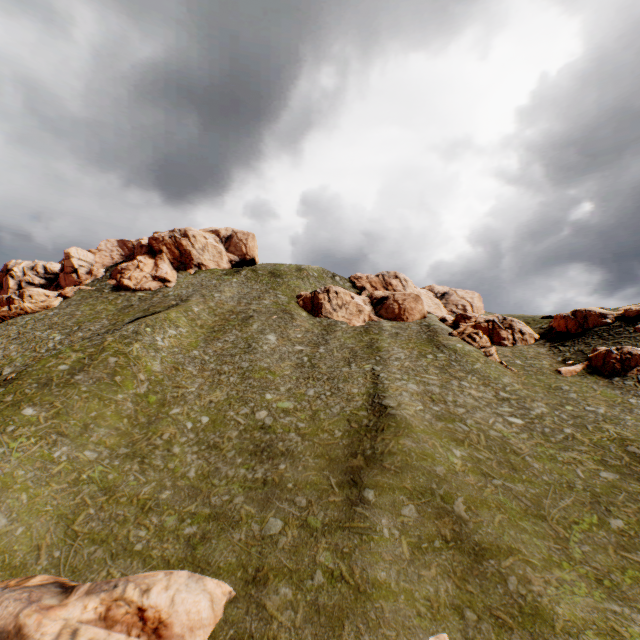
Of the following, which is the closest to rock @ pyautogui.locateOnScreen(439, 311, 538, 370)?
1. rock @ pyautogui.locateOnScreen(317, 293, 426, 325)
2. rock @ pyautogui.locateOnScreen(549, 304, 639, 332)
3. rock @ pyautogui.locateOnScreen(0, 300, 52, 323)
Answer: rock @ pyautogui.locateOnScreen(549, 304, 639, 332)

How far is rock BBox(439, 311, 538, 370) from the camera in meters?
47.1

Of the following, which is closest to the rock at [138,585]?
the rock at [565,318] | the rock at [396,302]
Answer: the rock at [565,318]

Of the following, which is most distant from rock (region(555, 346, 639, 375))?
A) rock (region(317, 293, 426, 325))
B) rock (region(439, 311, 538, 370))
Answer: rock (region(317, 293, 426, 325))

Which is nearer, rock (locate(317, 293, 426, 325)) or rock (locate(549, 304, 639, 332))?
rock (locate(549, 304, 639, 332))

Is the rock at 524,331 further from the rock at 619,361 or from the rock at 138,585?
the rock at 138,585

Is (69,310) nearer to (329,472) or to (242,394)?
(242,394)

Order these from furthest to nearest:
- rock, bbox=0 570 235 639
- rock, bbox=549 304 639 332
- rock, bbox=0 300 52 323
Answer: rock, bbox=0 300 52 323, rock, bbox=549 304 639 332, rock, bbox=0 570 235 639
